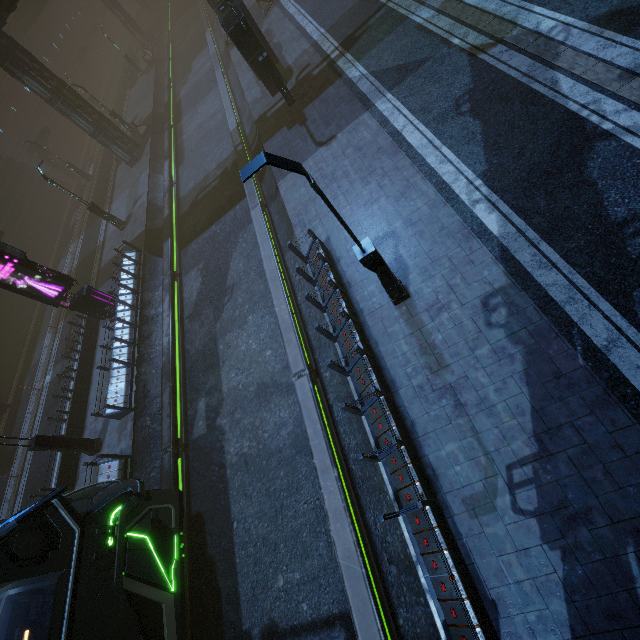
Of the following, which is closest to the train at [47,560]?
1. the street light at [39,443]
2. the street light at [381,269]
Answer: the street light at [39,443]

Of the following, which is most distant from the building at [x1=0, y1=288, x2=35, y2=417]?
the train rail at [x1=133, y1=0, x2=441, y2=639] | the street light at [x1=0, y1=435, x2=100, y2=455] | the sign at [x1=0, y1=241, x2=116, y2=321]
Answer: the street light at [x1=0, y1=435, x2=100, y2=455]

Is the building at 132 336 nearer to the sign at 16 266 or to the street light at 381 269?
the sign at 16 266

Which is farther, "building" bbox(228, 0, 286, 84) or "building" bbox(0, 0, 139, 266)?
"building" bbox(0, 0, 139, 266)

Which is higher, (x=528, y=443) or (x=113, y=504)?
(x=113, y=504)

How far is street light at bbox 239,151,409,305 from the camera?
5.3 meters

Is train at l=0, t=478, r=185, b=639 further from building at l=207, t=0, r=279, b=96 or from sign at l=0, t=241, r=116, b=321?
sign at l=0, t=241, r=116, b=321

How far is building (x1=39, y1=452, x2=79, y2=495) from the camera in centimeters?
1391cm
